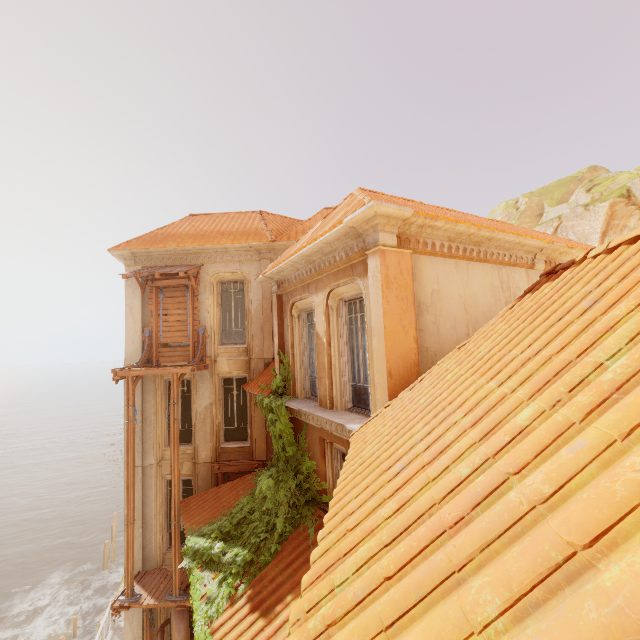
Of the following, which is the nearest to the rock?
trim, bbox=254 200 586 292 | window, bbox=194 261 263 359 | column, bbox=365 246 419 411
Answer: window, bbox=194 261 263 359

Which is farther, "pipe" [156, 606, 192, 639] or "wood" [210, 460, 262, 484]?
"wood" [210, 460, 262, 484]

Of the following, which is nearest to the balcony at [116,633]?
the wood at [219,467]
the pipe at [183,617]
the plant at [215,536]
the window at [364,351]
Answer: the plant at [215,536]

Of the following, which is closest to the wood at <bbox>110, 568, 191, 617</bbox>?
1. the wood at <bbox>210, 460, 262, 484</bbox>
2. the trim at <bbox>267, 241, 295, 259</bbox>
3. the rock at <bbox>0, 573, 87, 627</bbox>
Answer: the wood at <bbox>210, 460, 262, 484</bbox>

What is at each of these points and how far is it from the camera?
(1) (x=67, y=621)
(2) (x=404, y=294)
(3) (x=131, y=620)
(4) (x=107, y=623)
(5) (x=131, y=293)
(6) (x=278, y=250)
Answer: (1) walkway, 27.9m
(2) column, 6.0m
(3) column, 11.7m
(4) railing, 13.6m
(5) column, 12.7m
(6) trim, 12.6m

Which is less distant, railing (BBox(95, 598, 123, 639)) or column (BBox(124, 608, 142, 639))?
column (BBox(124, 608, 142, 639))

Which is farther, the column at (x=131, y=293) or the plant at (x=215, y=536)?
the column at (x=131, y=293)

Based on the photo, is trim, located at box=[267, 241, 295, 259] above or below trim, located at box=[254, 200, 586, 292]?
above
